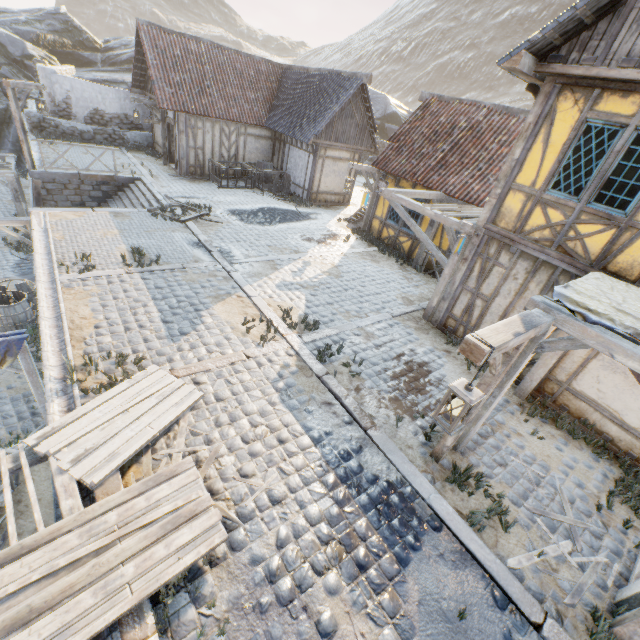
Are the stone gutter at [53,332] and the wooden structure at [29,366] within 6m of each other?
yes

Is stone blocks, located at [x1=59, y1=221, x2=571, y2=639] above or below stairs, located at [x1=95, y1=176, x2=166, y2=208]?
above

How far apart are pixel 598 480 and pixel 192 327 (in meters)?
8.50

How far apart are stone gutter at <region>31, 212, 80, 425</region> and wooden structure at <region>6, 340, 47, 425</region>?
0.38m

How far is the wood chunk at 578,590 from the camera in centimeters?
423cm

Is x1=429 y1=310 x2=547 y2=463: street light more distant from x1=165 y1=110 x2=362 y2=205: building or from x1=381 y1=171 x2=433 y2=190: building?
x1=165 y1=110 x2=362 y2=205: building

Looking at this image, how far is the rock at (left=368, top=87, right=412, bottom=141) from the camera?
30.50m

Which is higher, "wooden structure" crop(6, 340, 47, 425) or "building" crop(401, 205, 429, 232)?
"building" crop(401, 205, 429, 232)
